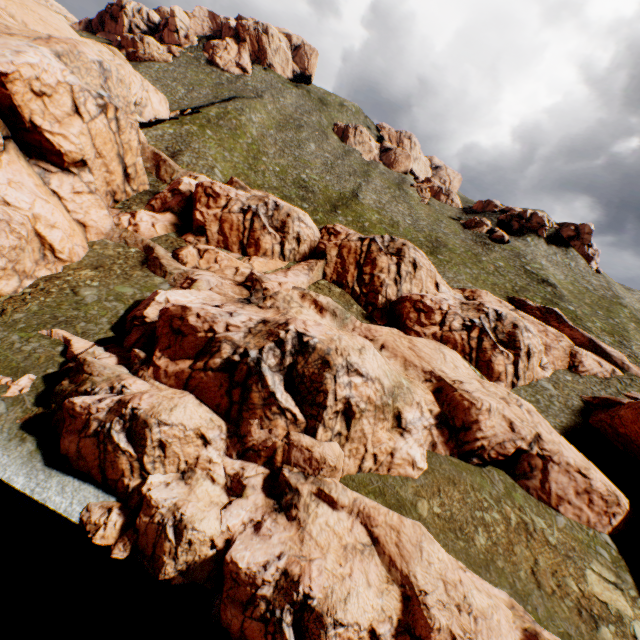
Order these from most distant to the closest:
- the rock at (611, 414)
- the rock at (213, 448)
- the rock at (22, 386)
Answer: the rock at (611, 414) < the rock at (22, 386) < the rock at (213, 448)

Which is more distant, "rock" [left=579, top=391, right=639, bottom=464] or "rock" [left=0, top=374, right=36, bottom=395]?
"rock" [left=579, top=391, right=639, bottom=464]

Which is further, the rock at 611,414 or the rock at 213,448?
the rock at 611,414

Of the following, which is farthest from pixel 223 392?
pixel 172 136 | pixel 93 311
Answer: pixel 172 136

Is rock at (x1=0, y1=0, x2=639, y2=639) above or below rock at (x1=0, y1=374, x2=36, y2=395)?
above
